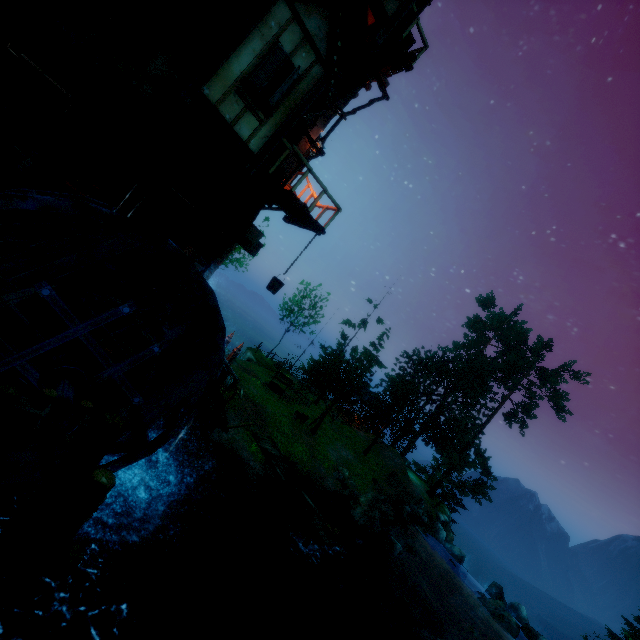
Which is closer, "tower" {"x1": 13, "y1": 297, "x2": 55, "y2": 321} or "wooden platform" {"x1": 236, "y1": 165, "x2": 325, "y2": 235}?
"tower" {"x1": 13, "y1": 297, "x2": 55, "y2": 321}

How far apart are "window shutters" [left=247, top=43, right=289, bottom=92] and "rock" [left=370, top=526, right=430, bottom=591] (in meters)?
23.71

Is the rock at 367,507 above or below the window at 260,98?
below

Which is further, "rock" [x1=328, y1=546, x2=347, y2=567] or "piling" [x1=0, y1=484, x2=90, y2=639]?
"rock" [x1=328, y1=546, x2=347, y2=567]

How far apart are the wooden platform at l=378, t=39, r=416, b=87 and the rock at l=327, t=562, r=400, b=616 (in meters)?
20.00

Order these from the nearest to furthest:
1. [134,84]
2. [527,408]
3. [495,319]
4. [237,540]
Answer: [134,84] → [237,540] → [527,408] → [495,319]

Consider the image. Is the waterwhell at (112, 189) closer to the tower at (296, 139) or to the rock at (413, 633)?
the tower at (296, 139)

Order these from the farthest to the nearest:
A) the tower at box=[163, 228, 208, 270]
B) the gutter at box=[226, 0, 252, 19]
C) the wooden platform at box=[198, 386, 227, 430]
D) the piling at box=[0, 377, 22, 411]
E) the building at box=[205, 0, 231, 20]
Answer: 1. the wooden platform at box=[198, 386, 227, 430]
2. the tower at box=[163, 228, 208, 270]
3. the building at box=[205, 0, 231, 20]
4. the gutter at box=[226, 0, 252, 19]
5. the piling at box=[0, 377, 22, 411]
